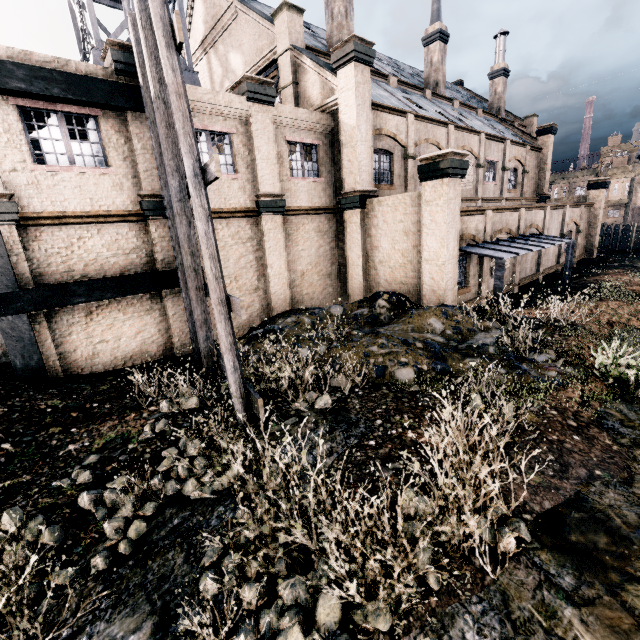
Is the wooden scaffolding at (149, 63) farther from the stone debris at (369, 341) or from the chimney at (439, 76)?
the chimney at (439, 76)

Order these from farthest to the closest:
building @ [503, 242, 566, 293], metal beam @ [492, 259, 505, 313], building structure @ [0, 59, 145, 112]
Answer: building @ [503, 242, 566, 293] → metal beam @ [492, 259, 505, 313] → building structure @ [0, 59, 145, 112]

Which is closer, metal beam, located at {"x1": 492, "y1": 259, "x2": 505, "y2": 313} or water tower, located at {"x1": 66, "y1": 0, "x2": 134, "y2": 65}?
metal beam, located at {"x1": 492, "y1": 259, "x2": 505, "y2": 313}

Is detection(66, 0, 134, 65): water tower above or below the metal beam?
above

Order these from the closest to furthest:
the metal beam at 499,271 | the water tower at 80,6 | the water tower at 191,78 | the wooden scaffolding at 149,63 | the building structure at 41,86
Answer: the wooden scaffolding at 149,63
the building structure at 41,86
the metal beam at 499,271
the water tower at 80,6
the water tower at 191,78

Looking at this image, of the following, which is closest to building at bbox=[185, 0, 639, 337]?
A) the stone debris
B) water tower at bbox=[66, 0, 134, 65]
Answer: the stone debris

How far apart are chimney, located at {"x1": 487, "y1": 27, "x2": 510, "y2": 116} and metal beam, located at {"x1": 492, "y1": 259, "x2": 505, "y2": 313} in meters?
31.9 m

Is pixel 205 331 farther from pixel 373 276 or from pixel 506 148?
pixel 506 148
